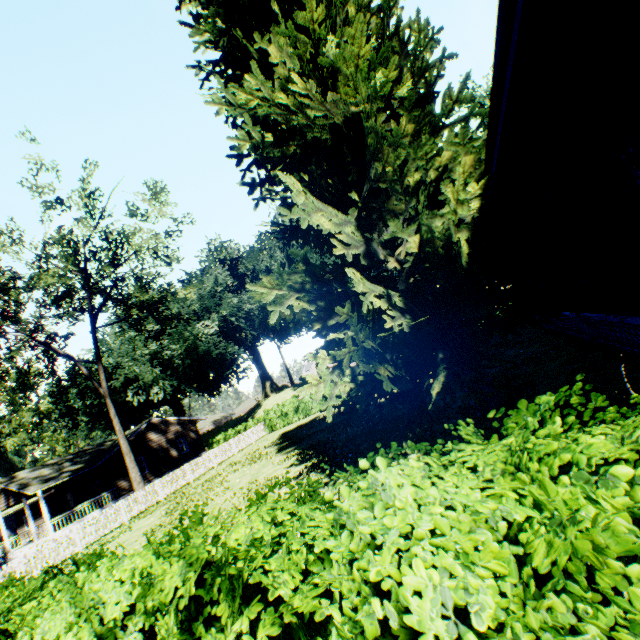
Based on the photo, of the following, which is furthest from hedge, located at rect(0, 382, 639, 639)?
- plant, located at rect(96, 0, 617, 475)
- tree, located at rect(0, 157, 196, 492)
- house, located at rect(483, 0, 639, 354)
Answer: tree, located at rect(0, 157, 196, 492)

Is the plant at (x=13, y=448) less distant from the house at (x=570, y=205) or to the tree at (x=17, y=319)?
the house at (x=570, y=205)

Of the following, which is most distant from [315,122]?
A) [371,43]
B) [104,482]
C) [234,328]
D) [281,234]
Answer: [234,328]

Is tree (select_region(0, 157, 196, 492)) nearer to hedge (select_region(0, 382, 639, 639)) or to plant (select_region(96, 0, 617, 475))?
plant (select_region(96, 0, 617, 475))

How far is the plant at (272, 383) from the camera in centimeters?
5918cm

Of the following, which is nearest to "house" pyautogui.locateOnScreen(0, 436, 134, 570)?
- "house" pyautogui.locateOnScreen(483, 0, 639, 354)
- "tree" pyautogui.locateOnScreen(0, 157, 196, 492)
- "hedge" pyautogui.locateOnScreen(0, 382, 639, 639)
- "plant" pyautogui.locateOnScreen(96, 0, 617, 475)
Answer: "plant" pyautogui.locateOnScreen(96, 0, 617, 475)

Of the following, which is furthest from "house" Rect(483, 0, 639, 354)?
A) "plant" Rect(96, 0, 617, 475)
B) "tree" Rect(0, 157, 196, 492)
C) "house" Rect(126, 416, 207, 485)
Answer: "house" Rect(126, 416, 207, 485)

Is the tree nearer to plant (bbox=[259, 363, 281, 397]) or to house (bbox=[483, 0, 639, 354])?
plant (bbox=[259, 363, 281, 397])
